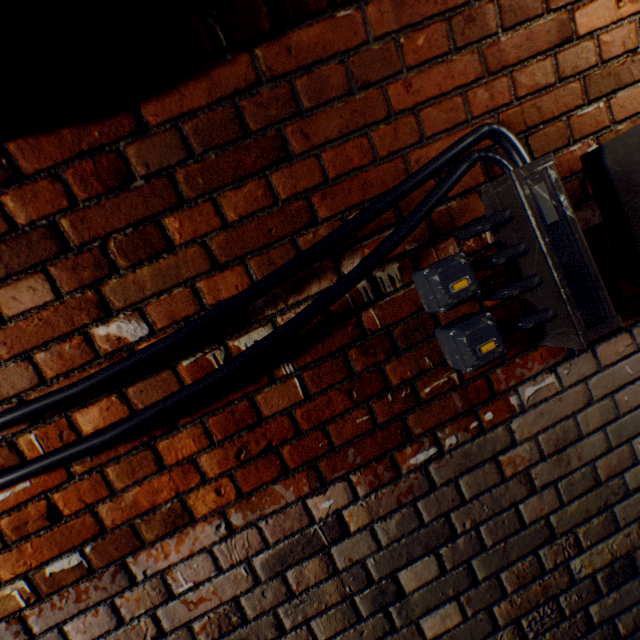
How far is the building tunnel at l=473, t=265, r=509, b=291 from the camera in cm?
103

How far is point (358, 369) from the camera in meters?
1.0

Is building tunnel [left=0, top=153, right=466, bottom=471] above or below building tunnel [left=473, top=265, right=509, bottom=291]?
above

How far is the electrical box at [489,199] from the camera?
0.9 meters

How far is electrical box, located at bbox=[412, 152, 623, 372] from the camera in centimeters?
87cm

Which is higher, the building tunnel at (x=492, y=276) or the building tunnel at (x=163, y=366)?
the building tunnel at (x=163, y=366)

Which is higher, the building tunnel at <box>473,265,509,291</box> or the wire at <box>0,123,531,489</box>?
the wire at <box>0,123,531,489</box>
